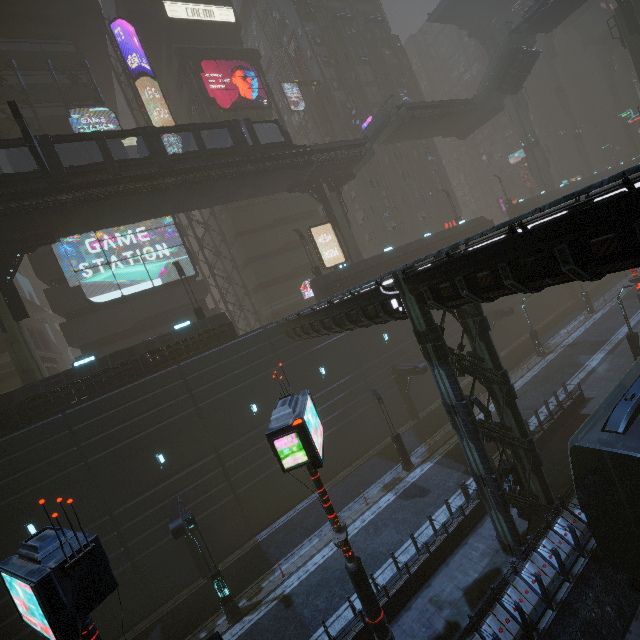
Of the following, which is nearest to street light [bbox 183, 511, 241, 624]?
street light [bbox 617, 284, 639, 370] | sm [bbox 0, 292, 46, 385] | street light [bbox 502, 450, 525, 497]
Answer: sm [bbox 0, 292, 46, 385]

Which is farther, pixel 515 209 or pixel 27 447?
pixel 515 209

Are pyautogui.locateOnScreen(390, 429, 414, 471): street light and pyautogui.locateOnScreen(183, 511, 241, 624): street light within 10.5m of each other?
no

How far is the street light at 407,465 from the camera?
20.3 meters

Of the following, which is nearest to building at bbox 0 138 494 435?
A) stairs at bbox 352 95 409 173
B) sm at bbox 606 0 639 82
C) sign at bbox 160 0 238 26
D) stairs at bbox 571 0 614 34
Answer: sign at bbox 160 0 238 26

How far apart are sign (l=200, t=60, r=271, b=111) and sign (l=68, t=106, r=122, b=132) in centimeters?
900cm

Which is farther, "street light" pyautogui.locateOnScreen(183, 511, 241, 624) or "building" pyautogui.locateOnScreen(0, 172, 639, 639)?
"street light" pyautogui.locateOnScreen(183, 511, 241, 624)

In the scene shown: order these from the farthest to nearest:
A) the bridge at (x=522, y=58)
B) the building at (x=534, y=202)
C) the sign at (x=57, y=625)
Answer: the building at (x=534, y=202) → the bridge at (x=522, y=58) → the sign at (x=57, y=625)
